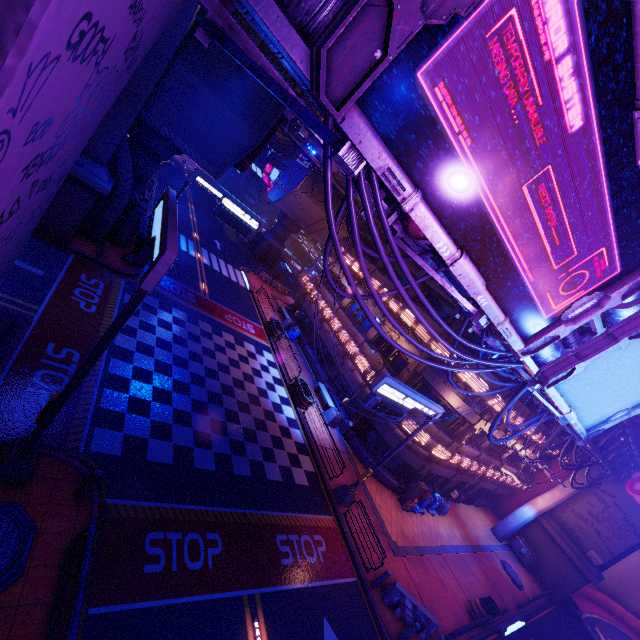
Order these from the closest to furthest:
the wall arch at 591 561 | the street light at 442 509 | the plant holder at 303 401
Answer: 1. the plant holder at 303 401
2. the street light at 442 509
3. the wall arch at 591 561

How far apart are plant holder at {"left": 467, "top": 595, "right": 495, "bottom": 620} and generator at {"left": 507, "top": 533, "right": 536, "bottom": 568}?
13.1m

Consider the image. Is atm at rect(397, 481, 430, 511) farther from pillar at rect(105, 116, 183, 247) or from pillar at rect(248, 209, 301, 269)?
pillar at rect(248, 209, 301, 269)

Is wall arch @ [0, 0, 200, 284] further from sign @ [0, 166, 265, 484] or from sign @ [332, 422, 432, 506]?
sign @ [332, 422, 432, 506]

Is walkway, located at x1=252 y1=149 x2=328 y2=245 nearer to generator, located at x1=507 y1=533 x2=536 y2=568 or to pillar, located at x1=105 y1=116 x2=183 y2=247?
pillar, located at x1=105 y1=116 x2=183 y2=247

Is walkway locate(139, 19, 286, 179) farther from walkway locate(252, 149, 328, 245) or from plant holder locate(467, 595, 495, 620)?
plant holder locate(467, 595, 495, 620)

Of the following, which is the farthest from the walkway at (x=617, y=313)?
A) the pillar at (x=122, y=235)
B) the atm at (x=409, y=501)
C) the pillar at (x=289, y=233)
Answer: the pillar at (x=289, y=233)

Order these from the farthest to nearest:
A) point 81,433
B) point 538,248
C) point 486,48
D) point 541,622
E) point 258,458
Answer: point 541,622 < point 258,458 < point 81,433 < point 538,248 < point 486,48
